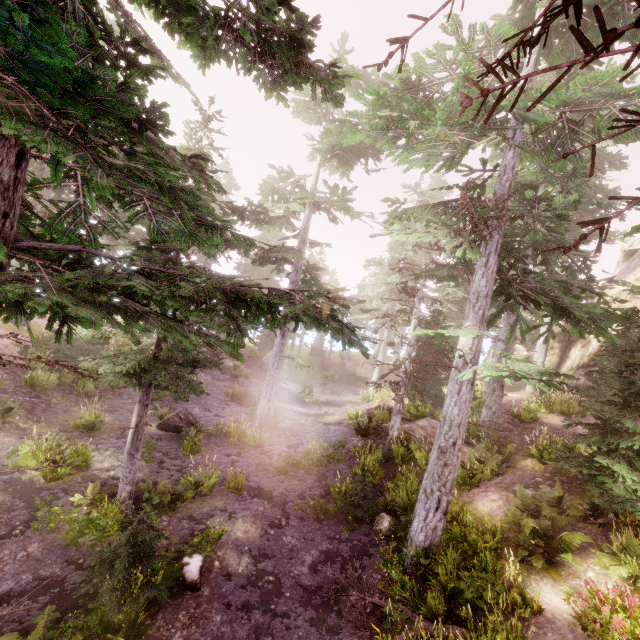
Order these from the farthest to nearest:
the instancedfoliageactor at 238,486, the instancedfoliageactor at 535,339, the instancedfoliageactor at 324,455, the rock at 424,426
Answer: the rock at 424,426, the instancedfoliageactor at 324,455, the instancedfoliageactor at 238,486, the instancedfoliageactor at 535,339

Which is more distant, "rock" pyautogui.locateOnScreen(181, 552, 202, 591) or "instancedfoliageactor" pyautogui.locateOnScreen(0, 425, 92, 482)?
"rock" pyautogui.locateOnScreen(181, 552, 202, 591)

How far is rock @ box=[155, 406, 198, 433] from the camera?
15.12m

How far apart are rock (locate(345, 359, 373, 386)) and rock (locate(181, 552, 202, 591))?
26.32m

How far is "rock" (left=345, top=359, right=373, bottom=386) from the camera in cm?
3418

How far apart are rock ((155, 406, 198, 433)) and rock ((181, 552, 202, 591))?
7.2 meters

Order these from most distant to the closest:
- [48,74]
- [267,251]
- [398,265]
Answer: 1. [398,265]
2. [267,251]
3. [48,74]

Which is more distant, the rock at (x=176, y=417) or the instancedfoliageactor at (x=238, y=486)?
the rock at (x=176, y=417)
